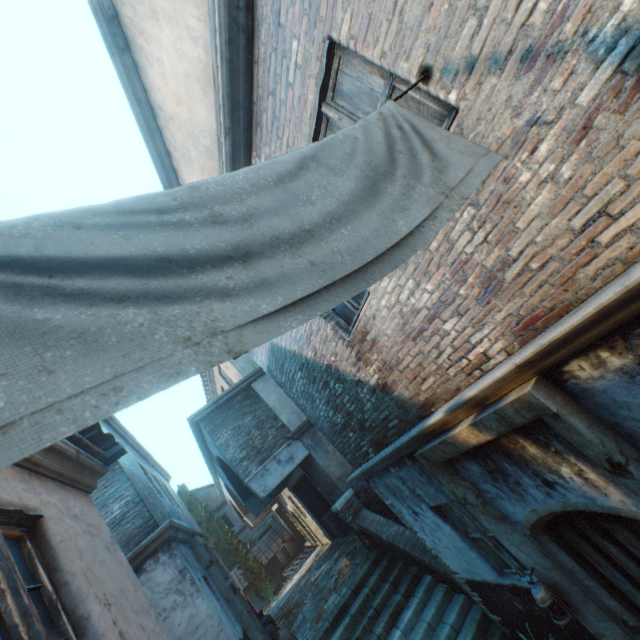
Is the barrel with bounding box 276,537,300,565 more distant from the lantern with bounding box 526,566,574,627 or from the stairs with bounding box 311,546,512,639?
the lantern with bounding box 526,566,574,627

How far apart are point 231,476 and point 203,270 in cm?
1501

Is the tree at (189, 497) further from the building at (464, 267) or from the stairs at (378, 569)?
the stairs at (378, 569)

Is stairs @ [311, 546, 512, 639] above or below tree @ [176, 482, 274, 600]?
below

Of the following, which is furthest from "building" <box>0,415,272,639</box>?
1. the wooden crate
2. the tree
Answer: the wooden crate

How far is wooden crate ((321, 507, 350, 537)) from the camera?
13.0 meters

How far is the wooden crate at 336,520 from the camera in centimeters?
1301cm

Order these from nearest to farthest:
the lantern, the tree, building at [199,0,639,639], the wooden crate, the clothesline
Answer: the clothesline
building at [199,0,639,639]
the lantern
the wooden crate
the tree
